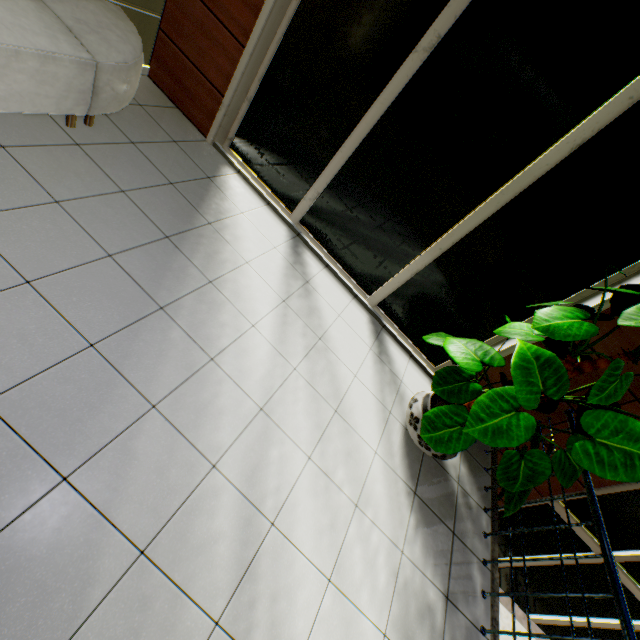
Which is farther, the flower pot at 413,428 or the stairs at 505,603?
the flower pot at 413,428

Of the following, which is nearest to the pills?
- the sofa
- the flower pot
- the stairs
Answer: the flower pot

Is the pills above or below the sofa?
above

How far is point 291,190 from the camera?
3.77m

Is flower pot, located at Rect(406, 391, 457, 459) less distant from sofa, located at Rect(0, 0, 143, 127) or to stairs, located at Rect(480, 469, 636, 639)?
stairs, located at Rect(480, 469, 636, 639)

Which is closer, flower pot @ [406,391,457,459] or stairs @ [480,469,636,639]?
stairs @ [480,469,636,639]

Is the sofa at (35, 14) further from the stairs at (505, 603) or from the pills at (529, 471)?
the stairs at (505, 603)
